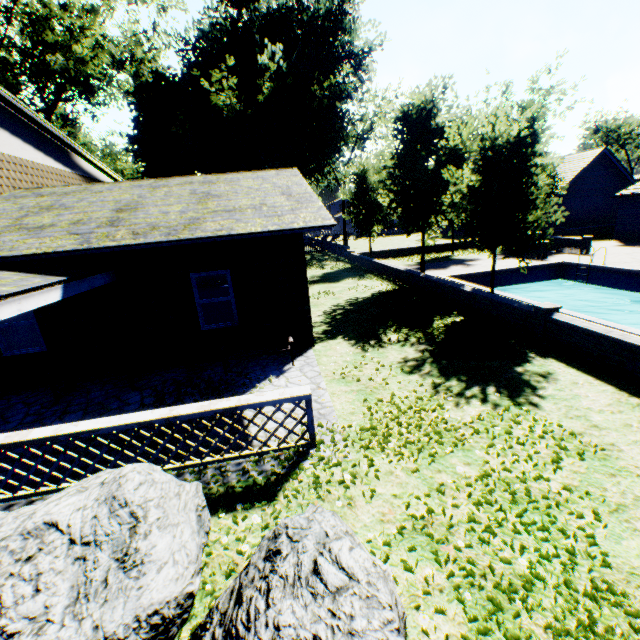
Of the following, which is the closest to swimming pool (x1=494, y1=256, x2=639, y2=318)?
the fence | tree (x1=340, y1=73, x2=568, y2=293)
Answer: tree (x1=340, y1=73, x2=568, y2=293)

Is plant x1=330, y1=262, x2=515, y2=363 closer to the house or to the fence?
the fence

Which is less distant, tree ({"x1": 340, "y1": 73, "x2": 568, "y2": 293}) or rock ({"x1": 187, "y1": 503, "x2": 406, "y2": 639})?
rock ({"x1": 187, "y1": 503, "x2": 406, "y2": 639})

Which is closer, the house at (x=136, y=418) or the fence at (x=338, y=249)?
the house at (x=136, y=418)

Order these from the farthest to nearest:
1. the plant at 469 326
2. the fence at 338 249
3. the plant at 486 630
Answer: the fence at 338 249, the plant at 469 326, the plant at 486 630

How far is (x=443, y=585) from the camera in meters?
3.2

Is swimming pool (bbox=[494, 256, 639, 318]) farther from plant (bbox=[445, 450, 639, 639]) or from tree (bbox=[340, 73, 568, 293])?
plant (bbox=[445, 450, 639, 639])

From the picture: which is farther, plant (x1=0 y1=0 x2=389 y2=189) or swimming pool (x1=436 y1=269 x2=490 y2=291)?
plant (x1=0 y1=0 x2=389 y2=189)
